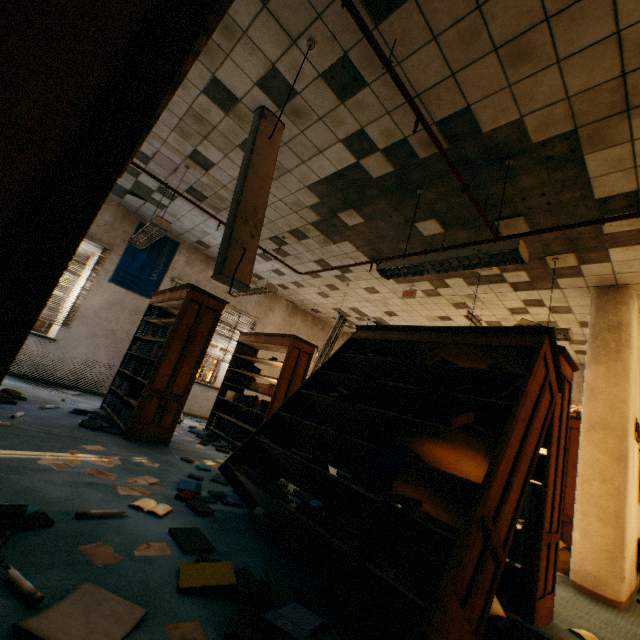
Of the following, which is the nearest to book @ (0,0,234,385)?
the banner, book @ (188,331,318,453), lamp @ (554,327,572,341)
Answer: book @ (188,331,318,453)

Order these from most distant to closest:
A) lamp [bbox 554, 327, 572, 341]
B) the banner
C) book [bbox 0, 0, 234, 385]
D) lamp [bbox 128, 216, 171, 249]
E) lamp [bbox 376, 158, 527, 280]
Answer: the banner → lamp [bbox 128, 216, 171, 249] → lamp [bbox 554, 327, 572, 341] → lamp [bbox 376, 158, 527, 280] → book [bbox 0, 0, 234, 385]

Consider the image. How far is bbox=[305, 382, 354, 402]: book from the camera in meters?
2.8

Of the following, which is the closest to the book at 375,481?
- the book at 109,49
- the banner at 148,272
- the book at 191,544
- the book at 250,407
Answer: the book at 191,544

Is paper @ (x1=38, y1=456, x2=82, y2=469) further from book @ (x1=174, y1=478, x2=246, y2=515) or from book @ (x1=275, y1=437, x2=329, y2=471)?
book @ (x1=275, y1=437, x2=329, y2=471)

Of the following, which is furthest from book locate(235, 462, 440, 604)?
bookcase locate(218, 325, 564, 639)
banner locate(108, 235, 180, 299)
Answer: banner locate(108, 235, 180, 299)

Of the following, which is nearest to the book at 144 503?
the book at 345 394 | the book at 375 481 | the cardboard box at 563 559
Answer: the book at 375 481

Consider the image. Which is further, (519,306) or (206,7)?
(519,306)
